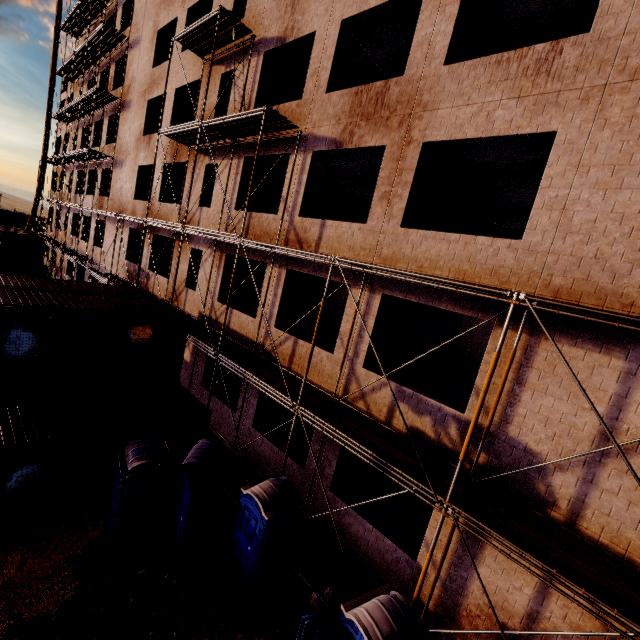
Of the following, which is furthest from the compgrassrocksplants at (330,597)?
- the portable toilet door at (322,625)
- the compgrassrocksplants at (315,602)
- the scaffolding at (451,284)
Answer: the portable toilet door at (322,625)

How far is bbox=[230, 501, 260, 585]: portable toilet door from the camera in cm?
765

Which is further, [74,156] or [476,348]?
[74,156]

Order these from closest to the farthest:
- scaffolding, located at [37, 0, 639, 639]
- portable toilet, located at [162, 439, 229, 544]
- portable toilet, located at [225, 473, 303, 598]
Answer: scaffolding, located at [37, 0, 639, 639] → portable toilet, located at [225, 473, 303, 598] → portable toilet, located at [162, 439, 229, 544]

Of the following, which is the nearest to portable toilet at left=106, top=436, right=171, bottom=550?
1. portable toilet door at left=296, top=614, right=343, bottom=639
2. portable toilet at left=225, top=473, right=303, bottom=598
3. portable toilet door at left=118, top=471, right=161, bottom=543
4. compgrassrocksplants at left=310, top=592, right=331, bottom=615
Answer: portable toilet door at left=118, top=471, right=161, bottom=543

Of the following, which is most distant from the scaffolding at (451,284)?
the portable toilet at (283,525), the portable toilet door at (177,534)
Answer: the portable toilet door at (177,534)

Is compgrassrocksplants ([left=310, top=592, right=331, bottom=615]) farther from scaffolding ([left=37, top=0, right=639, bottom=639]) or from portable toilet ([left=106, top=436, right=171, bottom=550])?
portable toilet ([left=106, top=436, right=171, bottom=550])

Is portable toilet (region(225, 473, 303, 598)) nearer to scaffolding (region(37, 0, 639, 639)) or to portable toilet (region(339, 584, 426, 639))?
scaffolding (region(37, 0, 639, 639))
